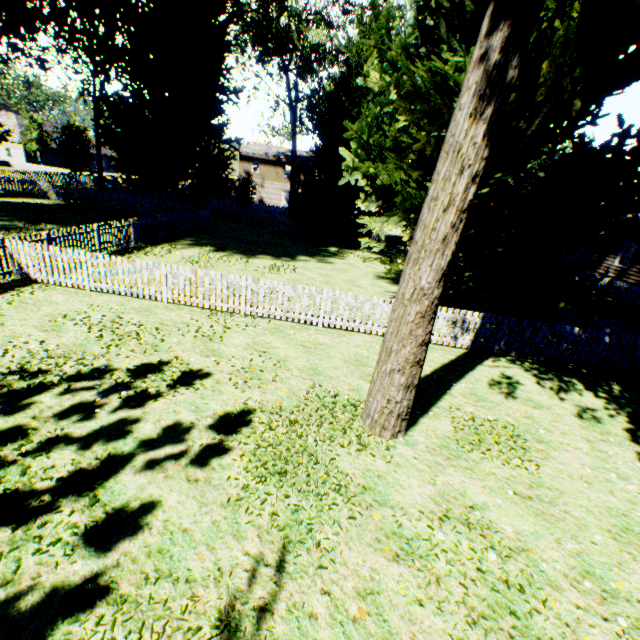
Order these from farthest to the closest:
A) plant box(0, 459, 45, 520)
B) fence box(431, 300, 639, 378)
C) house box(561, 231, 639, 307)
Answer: house box(561, 231, 639, 307) < fence box(431, 300, 639, 378) < plant box(0, 459, 45, 520)

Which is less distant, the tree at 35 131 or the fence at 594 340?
the fence at 594 340

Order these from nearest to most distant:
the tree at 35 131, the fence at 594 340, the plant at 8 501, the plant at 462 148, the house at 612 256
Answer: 1. the plant at 8 501
2. the plant at 462 148
3. the fence at 594 340
4. the house at 612 256
5. the tree at 35 131

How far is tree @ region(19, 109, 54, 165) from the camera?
46.8 meters

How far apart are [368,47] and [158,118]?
21.9m

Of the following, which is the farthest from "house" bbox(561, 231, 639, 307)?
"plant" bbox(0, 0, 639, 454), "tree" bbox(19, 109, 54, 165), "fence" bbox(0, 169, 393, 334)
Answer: "tree" bbox(19, 109, 54, 165)

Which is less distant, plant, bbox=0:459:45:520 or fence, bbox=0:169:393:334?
plant, bbox=0:459:45:520
